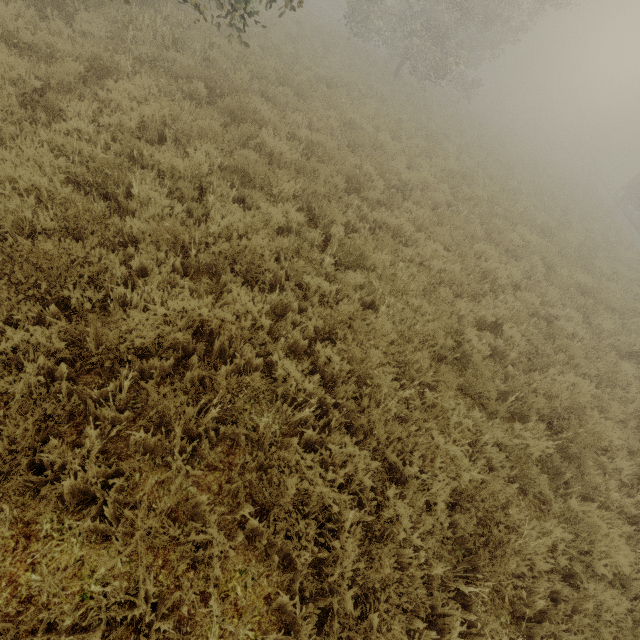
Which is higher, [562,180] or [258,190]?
[562,180]

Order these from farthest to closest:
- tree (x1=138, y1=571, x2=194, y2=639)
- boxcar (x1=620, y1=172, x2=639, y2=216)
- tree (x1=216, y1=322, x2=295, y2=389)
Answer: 1. boxcar (x1=620, y1=172, x2=639, y2=216)
2. tree (x1=216, y1=322, x2=295, y2=389)
3. tree (x1=138, y1=571, x2=194, y2=639)

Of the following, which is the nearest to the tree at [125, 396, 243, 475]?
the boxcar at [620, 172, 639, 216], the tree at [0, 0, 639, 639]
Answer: the tree at [0, 0, 639, 639]

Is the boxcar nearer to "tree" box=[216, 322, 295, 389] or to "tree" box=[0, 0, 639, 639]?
"tree" box=[0, 0, 639, 639]

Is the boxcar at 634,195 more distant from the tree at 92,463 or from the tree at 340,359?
the tree at 92,463

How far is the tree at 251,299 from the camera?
3.5 meters

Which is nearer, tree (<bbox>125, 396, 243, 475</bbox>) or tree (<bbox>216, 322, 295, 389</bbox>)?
tree (<bbox>125, 396, 243, 475</bbox>)
